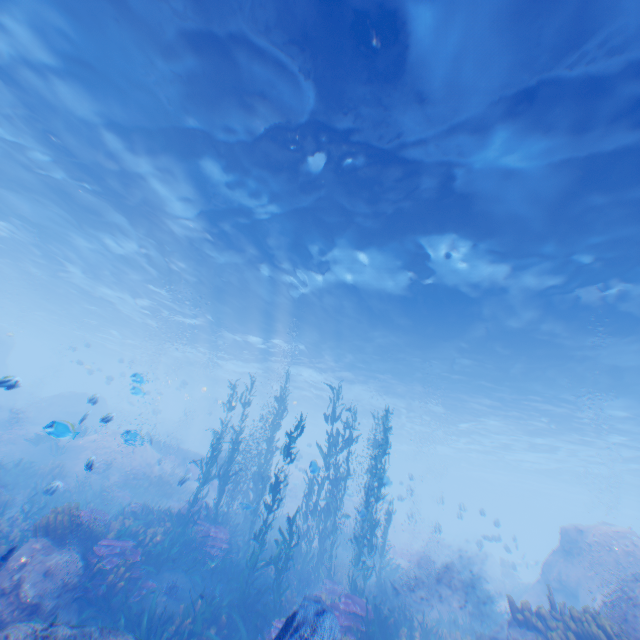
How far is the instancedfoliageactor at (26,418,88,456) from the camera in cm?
605

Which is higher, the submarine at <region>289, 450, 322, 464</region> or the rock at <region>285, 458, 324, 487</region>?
the submarine at <region>289, 450, 322, 464</region>

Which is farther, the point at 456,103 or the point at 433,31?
the point at 456,103

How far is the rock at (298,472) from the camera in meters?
10.6

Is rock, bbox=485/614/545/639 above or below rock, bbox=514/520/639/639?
below

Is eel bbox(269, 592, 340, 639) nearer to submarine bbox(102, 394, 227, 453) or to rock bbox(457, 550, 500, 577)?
submarine bbox(102, 394, 227, 453)

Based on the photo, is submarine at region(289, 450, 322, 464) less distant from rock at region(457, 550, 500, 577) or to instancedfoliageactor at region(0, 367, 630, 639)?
instancedfoliageactor at region(0, 367, 630, 639)

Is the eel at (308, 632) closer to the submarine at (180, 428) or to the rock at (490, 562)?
the submarine at (180, 428)
